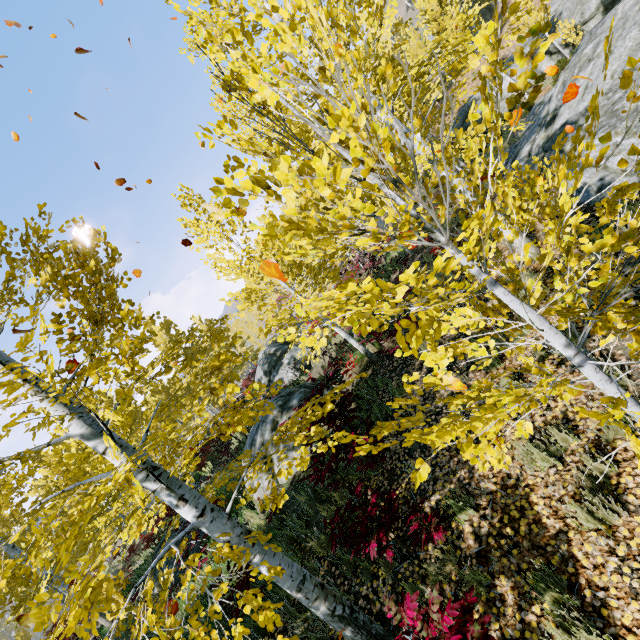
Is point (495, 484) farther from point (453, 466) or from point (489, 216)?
point (489, 216)

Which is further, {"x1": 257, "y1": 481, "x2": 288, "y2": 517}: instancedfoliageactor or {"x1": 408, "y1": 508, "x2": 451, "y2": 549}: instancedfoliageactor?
{"x1": 408, "y1": 508, "x2": 451, "y2": 549}: instancedfoliageactor

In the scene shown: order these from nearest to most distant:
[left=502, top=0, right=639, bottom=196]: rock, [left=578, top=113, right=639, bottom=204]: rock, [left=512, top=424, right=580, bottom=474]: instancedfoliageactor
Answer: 1. [left=512, top=424, right=580, bottom=474]: instancedfoliageactor
2. [left=578, top=113, right=639, bottom=204]: rock
3. [left=502, top=0, right=639, bottom=196]: rock

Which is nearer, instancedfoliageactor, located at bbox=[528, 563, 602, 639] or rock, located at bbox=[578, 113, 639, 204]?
instancedfoliageactor, located at bbox=[528, 563, 602, 639]

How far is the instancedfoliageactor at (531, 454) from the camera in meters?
3.9 m

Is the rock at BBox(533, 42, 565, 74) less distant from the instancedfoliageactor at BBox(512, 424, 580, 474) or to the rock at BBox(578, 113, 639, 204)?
the instancedfoliageactor at BBox(512, 424, 580, 474)

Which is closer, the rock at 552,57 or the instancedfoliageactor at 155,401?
the instancedfoliageactor at 155,401
